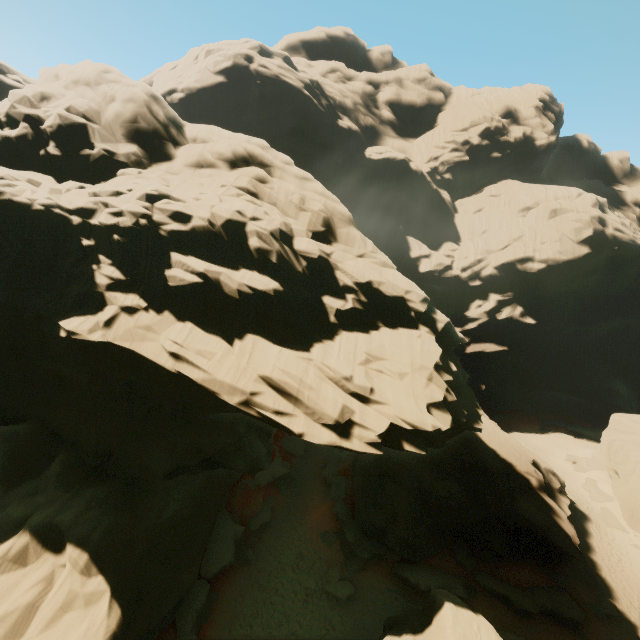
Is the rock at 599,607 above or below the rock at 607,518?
below

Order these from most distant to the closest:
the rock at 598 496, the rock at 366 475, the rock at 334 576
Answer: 1. the rock at 598 496
2. the rock at 334 576
3. the rock at 366 475

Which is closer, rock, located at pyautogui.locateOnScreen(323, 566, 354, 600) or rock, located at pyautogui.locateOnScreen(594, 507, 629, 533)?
rock, located at pyautogui.locateOnScreen(323, 566, 354, 600)

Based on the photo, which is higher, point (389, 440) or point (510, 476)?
point (389, 440)

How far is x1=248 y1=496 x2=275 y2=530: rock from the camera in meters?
23.7 m

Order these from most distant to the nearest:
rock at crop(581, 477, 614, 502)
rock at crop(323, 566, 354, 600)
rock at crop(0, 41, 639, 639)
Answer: rock at crop(581, 477, 614, 502) → rock at crop(323, 566, 354, 600) → rock at crop(0, 41, 639, 639)

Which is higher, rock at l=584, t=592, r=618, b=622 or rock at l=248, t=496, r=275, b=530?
rock at l=584, t=592, r=618, b=622
